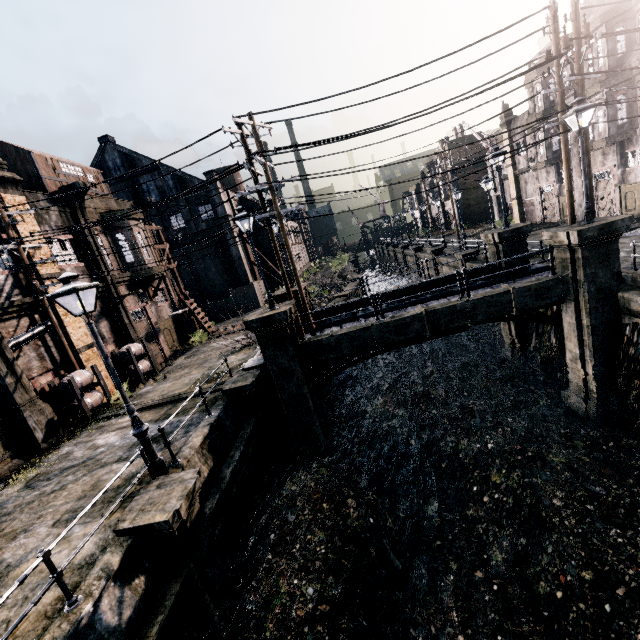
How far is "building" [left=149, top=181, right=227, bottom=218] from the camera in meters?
36.6 m

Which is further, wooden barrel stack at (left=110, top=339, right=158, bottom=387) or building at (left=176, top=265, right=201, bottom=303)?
building at (left=176, top=265, right=201, bottom=303)

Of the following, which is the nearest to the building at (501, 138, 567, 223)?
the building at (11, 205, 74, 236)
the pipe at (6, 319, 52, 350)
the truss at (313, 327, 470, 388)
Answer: the truss at (313, 327, 470, 388)

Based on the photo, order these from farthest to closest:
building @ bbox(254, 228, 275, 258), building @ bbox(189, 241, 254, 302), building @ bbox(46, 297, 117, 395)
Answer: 1. building @ bbox(254, 228, 275, 258)
2. building @ bbox(189, 241, 254, 302)
3. building @ bbox(46, 297, 117, 395)

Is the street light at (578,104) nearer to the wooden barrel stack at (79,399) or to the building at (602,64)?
the building at (602,64)

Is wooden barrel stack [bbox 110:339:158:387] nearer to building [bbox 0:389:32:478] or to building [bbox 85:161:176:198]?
building [bbox 0:389:32:478]

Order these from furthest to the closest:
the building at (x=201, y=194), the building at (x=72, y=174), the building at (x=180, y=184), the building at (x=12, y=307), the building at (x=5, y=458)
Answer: the building at (x=201, y=194), the building at (x=180, y=184), the building at (x=72, y=174), the building at (x=12, y=307), the building at (x=5, y=458)

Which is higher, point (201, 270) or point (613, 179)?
point (201, 270)
